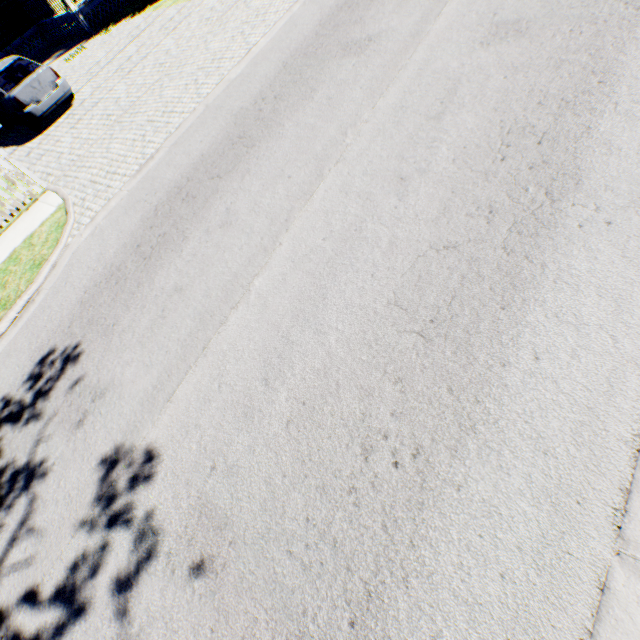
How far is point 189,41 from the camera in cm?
1041

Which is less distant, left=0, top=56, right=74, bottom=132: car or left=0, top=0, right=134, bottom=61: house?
left=0, top=56, right=74, bottom=132: car

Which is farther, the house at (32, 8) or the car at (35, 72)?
the house at (32, 8)
